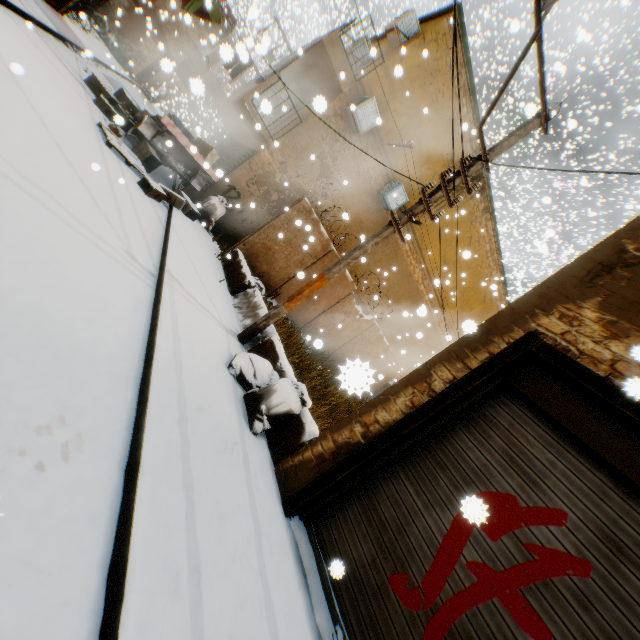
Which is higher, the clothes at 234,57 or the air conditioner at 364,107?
the air conditioner at 364,107

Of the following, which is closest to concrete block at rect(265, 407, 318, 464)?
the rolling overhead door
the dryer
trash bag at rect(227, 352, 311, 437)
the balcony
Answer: trash bag at rect(227, 352, 311, 437)

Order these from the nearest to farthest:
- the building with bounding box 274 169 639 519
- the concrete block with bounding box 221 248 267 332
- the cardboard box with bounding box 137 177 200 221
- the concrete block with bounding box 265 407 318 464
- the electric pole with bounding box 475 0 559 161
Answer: the building with bounding box 274 169 639 519 → the concrete block with bounding box 265 407 318 464 → the electric pole with bounding box 475 0 559 161 → the concrete block with bounding box 221 248 267 332 → the cardboard box with bounding box 137 177 200 221

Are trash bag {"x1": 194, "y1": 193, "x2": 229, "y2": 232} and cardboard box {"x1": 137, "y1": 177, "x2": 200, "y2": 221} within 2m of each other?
yes

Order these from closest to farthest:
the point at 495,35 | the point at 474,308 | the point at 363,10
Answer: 1. the point at 474,308
2. the point at 495,35
3. the point at 363,10

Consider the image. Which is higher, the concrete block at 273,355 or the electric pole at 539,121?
the electric pole at 539,121

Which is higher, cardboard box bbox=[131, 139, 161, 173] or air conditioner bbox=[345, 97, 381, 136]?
air conditioner bbox=[345, 97, 381, 136]

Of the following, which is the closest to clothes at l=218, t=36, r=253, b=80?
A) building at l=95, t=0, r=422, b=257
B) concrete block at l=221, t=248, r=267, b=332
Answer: building at l=95, t=0, r=422, b=257
